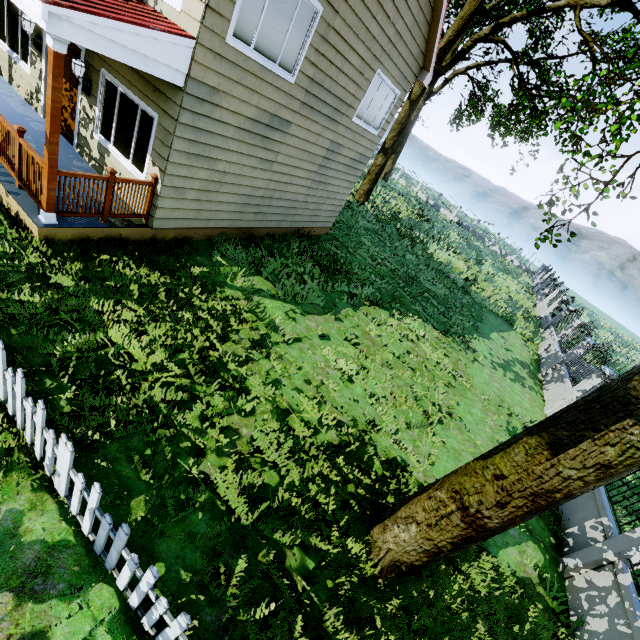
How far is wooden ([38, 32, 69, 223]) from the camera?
4.2 meters

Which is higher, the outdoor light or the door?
the outdoor light

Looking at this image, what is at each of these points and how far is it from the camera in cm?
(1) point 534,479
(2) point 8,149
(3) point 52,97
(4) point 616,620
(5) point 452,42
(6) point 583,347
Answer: (1) tree, 311
(2) wooden rail, 570
(3) wooden, 448
(4) fence, 495
(5) tree, 1609
(6) fence, 1302

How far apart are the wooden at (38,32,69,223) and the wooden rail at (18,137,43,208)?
0.1m

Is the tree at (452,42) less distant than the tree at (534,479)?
No

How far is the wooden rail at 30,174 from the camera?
5.23m

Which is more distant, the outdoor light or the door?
the door

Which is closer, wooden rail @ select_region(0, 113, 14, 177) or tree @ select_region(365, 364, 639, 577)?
tree @ select_region(365, 364, 639, 577)
